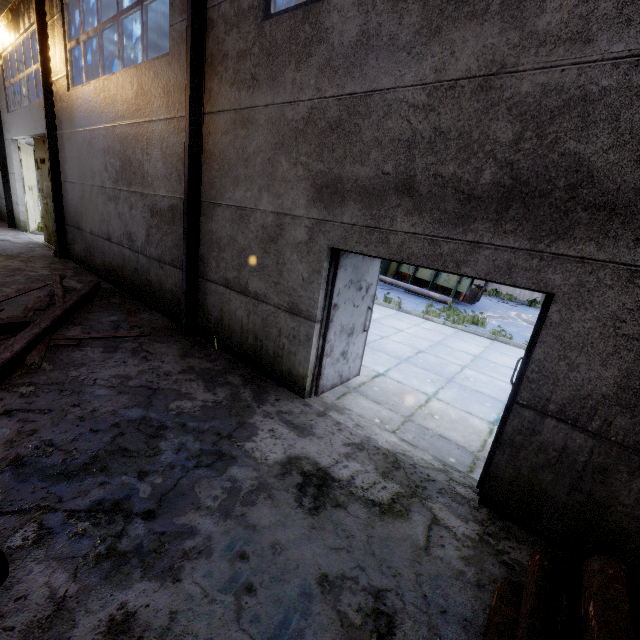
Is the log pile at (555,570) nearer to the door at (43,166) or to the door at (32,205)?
the door at (43,166)

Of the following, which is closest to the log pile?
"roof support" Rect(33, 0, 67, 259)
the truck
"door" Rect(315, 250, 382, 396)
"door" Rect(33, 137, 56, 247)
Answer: "door" Rect(315, 250, 382, 396)

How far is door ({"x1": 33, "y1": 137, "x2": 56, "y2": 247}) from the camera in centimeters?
1161cm

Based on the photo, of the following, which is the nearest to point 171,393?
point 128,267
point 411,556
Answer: point 411,556

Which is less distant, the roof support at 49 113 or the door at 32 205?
the roof support at 49 113

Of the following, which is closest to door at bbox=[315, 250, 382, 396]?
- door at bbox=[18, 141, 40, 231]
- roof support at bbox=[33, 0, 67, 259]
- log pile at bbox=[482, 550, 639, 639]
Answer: log pile at bbox=[482, 550, 639, 639]

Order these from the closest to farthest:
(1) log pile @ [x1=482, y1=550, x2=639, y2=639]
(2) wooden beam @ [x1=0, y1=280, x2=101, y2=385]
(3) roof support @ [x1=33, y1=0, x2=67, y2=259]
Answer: (1) log pile @ [x1=482, y1=550, x2=639, y2=639], (2) wooden beam @ [x1=0, y1=280, x2=101, y2=385], (3) roof support @ [x1=33, y1=0, x2=67, y2=259]

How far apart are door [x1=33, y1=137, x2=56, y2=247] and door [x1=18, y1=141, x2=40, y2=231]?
2.70m
